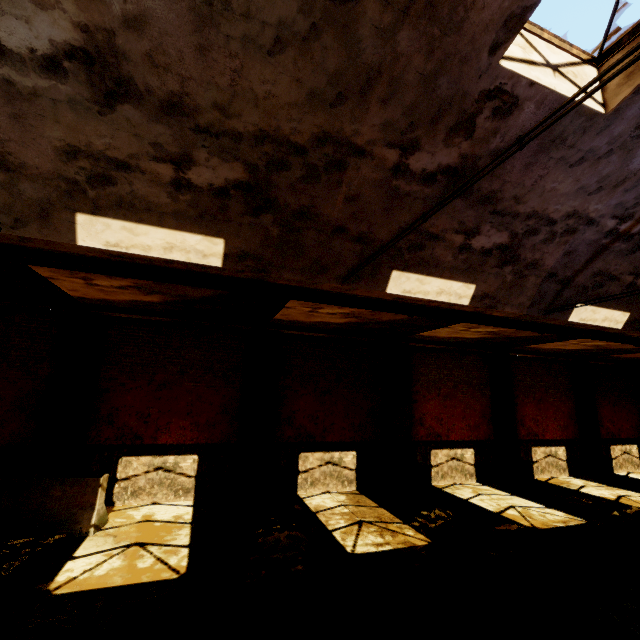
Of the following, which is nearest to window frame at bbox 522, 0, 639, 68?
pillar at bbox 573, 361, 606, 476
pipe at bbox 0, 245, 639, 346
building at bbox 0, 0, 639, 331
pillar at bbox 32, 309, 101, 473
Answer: building at bbox 0, 0, 639, 331

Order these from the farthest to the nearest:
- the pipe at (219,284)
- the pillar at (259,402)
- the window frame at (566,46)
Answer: the pillar at (259,402)
the pipe at (219,284)
the window frame at (566,46)

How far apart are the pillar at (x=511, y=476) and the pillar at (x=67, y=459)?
14.20m

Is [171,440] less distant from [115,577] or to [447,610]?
[115,577]

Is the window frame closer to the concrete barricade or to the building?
the building

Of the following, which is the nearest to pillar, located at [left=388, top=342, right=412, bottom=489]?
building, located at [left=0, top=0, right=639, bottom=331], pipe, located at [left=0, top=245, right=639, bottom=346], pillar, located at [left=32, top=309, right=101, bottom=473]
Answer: pipe, located at [left=0, top=245, right=639, bottom=346]

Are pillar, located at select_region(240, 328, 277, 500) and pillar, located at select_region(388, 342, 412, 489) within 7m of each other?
yes

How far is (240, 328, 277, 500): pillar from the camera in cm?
930
